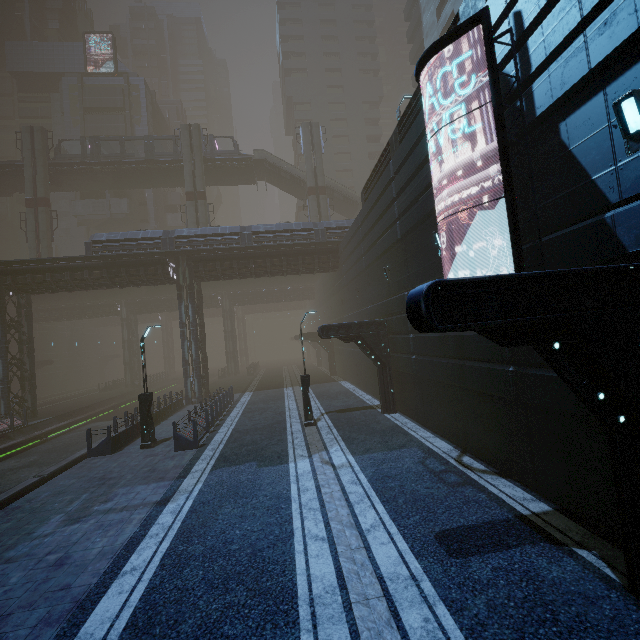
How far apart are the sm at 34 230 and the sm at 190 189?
12.9m

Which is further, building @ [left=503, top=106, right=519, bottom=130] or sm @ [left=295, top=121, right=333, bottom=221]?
sm @ [left=295, top=121, right=333, bottom=221]

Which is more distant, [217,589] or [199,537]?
[199,537]

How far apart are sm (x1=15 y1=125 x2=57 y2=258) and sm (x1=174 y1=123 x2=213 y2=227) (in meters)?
12.91

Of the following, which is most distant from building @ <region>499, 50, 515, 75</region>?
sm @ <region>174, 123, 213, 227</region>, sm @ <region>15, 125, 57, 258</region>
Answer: sm @ <region>174, 123, 213, 227</region>

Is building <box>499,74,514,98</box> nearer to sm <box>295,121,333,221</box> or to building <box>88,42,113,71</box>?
building <box>88,42,113,71</box>

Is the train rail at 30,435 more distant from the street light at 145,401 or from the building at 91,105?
the building at 91,105

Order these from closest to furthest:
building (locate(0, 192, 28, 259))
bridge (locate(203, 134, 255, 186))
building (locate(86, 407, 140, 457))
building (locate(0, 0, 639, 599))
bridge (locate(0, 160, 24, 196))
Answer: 1. building (locate(0, 0, 639, 599))
2. building (locate(86, 407, 140, 457))
3. bridge (locate(0, 160, 24, 196))
4. bridge (locate(203, 134, 255, 186))
5. building (locate(0, 192, 28, 259))
